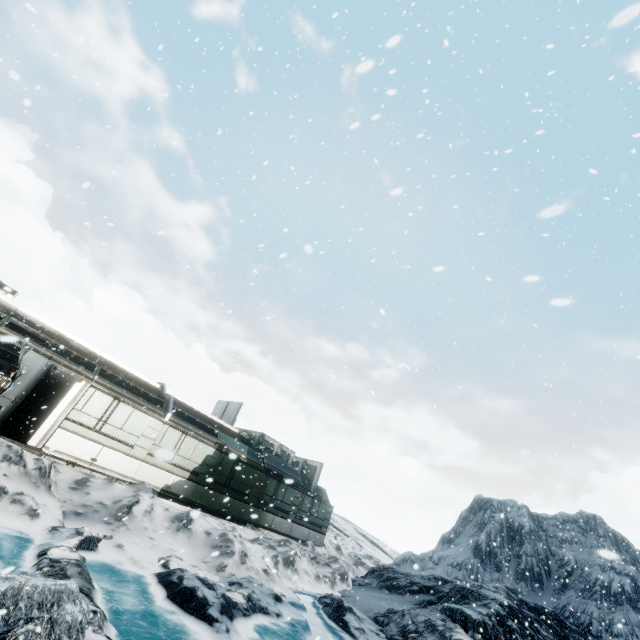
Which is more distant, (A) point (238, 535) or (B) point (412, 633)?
(A) point (238, 535)
